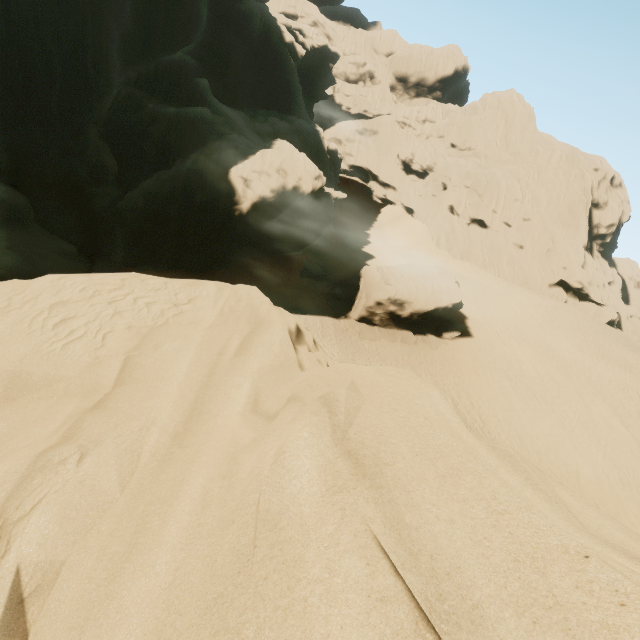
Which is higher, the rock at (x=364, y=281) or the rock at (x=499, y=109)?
the rock at (x=499, y=109)

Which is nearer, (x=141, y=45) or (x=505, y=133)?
(x=141, y=45)

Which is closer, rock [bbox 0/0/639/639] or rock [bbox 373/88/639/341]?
rock [bbox 0/0/639/639]

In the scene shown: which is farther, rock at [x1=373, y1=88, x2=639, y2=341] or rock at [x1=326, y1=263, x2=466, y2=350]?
rock at [x1=373, y1=88, x2=639, y2=341]

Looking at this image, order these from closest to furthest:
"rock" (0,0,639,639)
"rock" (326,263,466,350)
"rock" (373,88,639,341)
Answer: "rock" (0,0,639,639) < "rock" (326,263,466,350) < "rock" (373,88,639,341)

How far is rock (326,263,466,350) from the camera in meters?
28.2 m

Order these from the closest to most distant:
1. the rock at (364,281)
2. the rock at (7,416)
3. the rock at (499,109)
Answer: the rock at (7,416), the rock at (364,281), the rock at (499,109)
